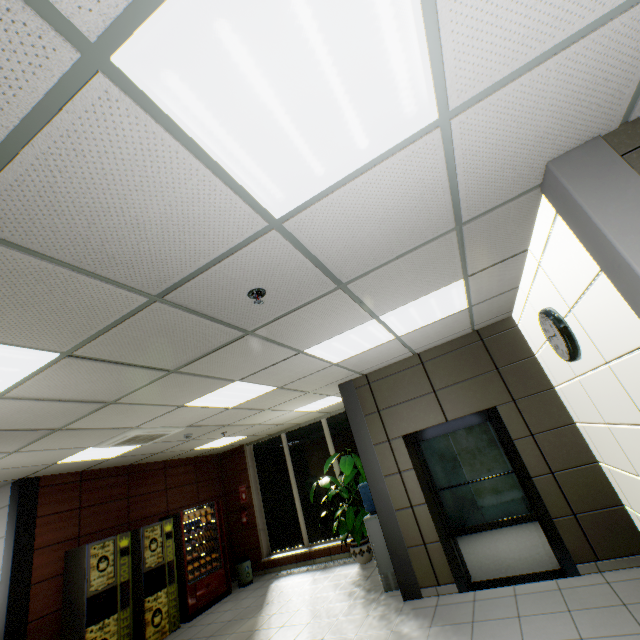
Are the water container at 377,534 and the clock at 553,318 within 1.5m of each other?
no

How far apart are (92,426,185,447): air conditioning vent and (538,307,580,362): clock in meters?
5.5

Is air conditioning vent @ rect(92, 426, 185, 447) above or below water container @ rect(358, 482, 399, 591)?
above

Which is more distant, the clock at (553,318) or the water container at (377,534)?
the water container at (377,534)

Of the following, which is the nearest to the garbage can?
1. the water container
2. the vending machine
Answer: the vending machine

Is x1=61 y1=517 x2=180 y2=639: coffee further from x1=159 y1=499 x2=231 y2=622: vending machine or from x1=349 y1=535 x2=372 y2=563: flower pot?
x1=349 y1=535 x2=372 y2=563: flower pot

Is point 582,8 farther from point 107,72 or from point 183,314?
point 183,314

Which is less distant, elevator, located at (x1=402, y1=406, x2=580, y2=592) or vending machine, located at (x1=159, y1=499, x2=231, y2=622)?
elevator, located at (x1=402, y1=406, x2=580, y2=592)
